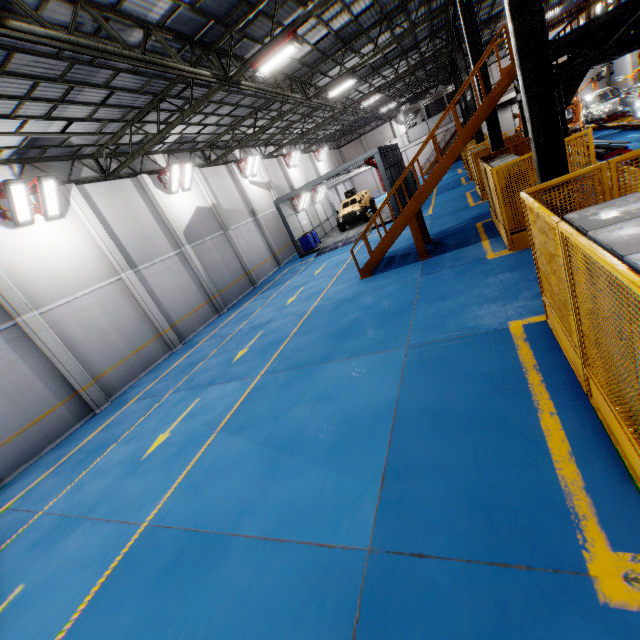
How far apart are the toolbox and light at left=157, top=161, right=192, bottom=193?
8.8 meters

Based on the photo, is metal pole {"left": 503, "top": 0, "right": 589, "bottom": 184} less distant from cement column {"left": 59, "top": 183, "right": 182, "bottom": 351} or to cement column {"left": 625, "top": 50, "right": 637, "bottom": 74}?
cement column {"left": 59, "top": 183, "right": 182, "bottom": 351}

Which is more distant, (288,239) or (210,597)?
(288,239)

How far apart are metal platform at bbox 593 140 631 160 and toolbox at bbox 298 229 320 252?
15.0 meters

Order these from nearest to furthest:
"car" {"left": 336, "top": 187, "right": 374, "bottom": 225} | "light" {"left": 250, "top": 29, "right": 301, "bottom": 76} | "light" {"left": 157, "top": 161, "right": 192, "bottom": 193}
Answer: "light" {"left": 250, "top": 29, "right": 301, "bottom": 76}
"light" {"left": 157, "top": 161, "right": 192, "bottom": 193}
"car" {"left": 336, "top": 187, "right": 374, "bottom": 225}

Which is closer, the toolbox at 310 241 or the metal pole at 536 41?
the metal pole at 536 41

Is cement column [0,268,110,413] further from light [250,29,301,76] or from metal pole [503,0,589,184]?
metal pole [503,0,589,184]

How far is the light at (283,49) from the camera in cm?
965
